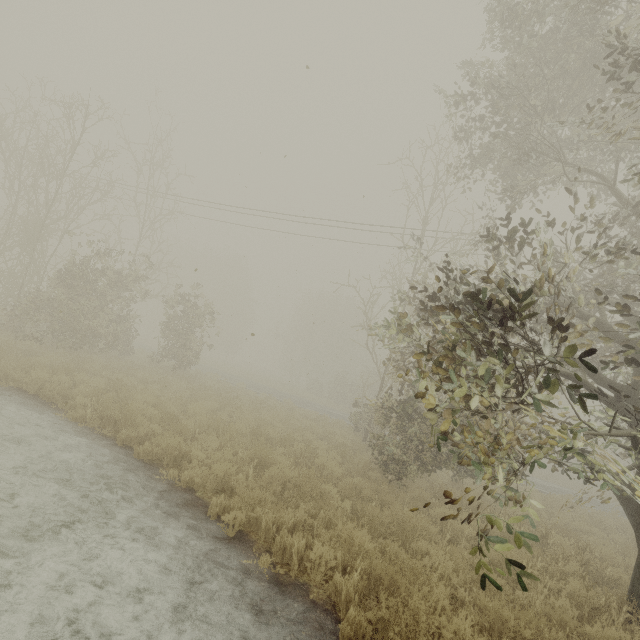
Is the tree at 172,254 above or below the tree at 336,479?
above

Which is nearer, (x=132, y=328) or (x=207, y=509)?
(x=207, y=509)

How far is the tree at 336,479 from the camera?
7.9 meters

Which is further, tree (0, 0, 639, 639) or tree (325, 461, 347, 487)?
tree (325, 461, 347, 487)

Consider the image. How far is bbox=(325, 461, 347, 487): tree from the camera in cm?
791

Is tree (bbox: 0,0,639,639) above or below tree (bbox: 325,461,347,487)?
above
